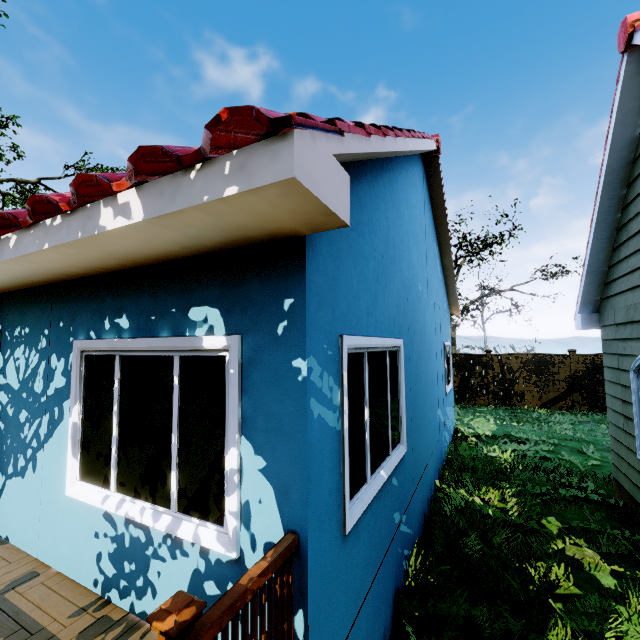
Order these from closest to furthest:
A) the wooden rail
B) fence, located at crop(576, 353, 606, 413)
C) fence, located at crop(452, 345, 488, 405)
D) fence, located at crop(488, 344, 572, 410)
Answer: the wooden rail
fence, located at crop(576, 353, 606, 413)
fence, located at crop(488, 344, 572, 410)
fence, located at crop(452, 345, 488, 405)

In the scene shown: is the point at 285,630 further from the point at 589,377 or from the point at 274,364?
the point at 589,377

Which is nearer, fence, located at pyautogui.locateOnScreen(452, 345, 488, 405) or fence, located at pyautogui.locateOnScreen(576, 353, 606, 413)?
fence, located at pyautogui.locateOnScreen(576, 353, 606, 413)

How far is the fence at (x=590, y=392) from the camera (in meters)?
12.74

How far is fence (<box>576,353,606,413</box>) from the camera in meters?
12.7

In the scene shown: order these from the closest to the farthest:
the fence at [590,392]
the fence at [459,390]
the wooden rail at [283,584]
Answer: the wooden rail at [283,584] → the fence at [590,392] → the fence at [459,390]
